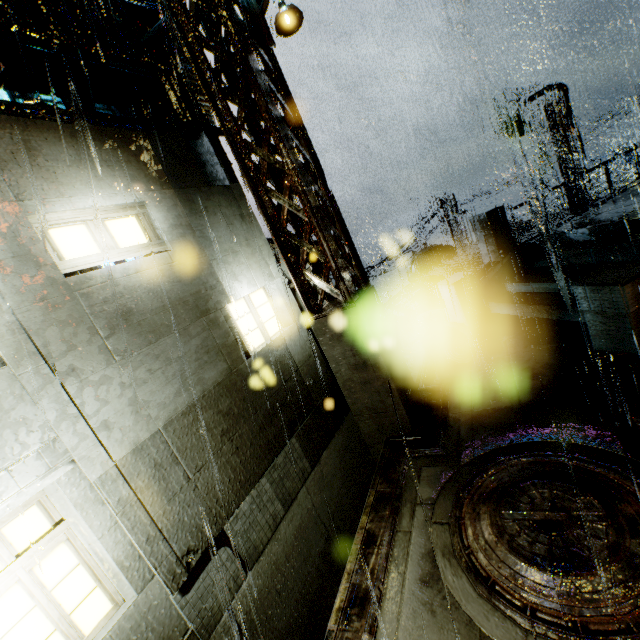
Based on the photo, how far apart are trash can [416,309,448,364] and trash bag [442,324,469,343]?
0.0m

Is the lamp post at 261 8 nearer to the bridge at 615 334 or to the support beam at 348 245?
the support beam at 348 245

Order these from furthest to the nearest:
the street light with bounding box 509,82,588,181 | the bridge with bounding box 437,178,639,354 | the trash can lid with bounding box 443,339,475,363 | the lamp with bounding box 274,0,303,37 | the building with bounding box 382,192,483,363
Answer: the street light with bounding box 509,82,588,181
the building with bounding box 382,192,483,363
the trash can lid with bounding box 443,339,475,363
the bridge with bounding box 437,178,639,354
the lamp with bounding box 274,0,303,37

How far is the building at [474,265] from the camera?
14.9 meters

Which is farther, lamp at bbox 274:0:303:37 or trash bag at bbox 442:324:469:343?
trash bag at bbox 442:324:469:343

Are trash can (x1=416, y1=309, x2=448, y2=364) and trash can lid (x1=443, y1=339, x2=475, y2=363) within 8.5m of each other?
yes

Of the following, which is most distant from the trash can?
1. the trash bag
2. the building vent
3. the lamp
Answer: the building vent

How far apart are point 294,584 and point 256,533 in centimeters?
130cm
